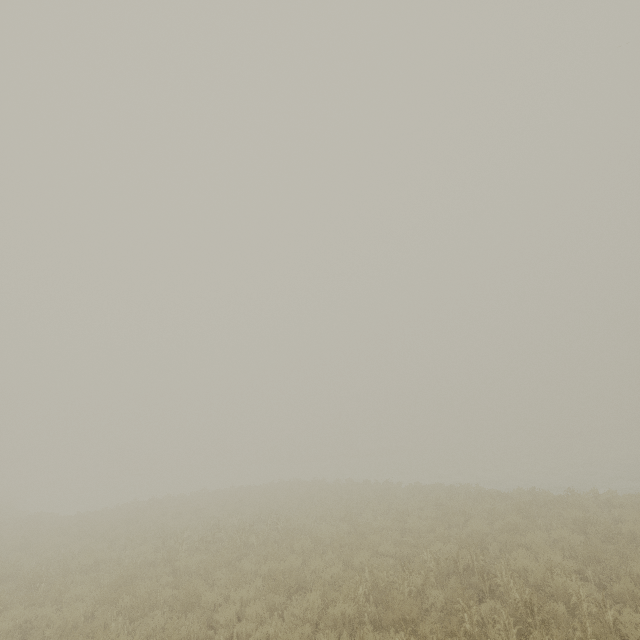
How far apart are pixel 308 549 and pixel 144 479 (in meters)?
59.88
